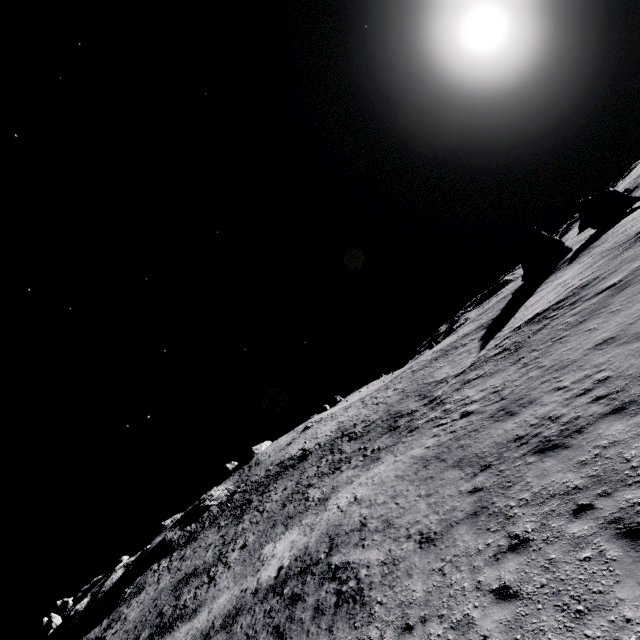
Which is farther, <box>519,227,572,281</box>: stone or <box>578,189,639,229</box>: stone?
<box>578,189,639,229</box>: stone

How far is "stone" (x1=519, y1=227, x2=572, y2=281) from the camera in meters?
46.9 m

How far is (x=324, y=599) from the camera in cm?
1009

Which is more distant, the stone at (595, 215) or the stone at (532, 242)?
the stone at (595, 215)

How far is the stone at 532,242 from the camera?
46.94m
